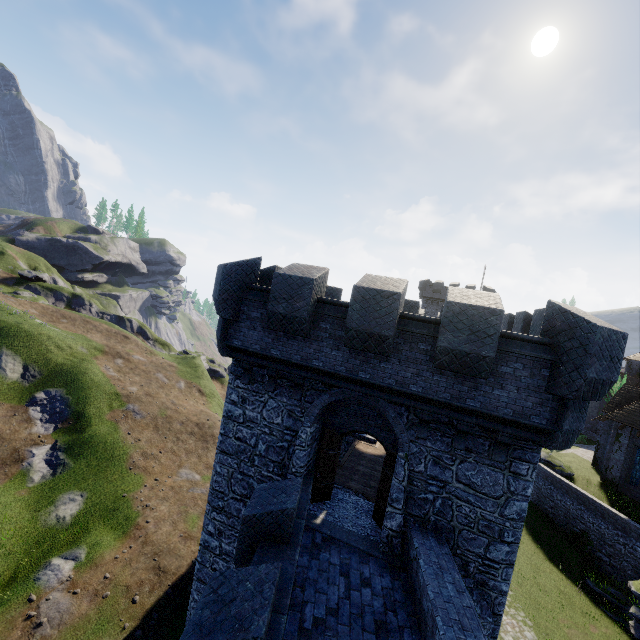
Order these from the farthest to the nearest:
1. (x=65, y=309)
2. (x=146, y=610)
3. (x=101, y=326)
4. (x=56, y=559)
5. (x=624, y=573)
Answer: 1. (x=65, y=309)
2. (x=101, y=326)
3. (x=624, y=573)
4. (x=56, y=559)
5. (x=146, y=610)
